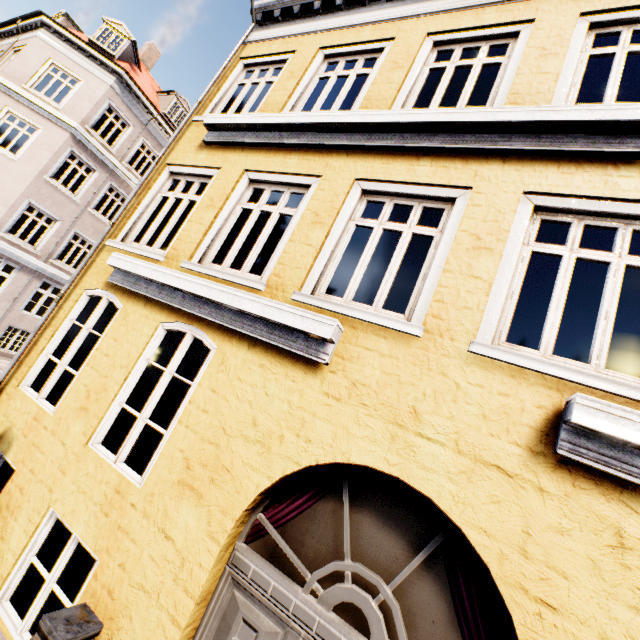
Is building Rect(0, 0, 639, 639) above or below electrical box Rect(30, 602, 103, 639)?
above

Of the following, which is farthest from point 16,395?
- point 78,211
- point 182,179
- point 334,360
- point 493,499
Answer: point 78,211

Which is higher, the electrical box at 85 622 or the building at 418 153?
the building at 418 153
